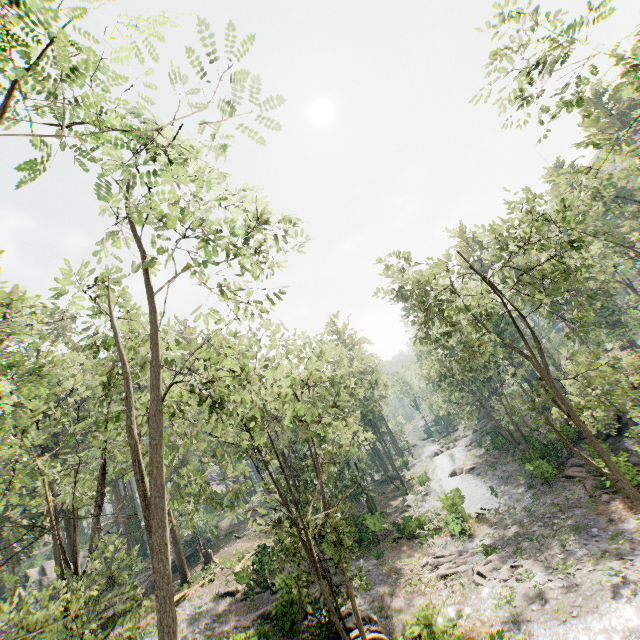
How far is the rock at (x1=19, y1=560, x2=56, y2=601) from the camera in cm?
4106

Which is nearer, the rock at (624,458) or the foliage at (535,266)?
the foliage at (535,266)

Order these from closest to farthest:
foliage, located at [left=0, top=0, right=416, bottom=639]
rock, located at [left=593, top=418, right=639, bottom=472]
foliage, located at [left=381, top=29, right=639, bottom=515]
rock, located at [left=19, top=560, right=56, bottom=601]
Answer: foliage, located at [left=0, top=0, right=416, bottom=639] → foliage, located at [left=381, top=29, right=639, bottom=515] → rock, located at [left=593, top=418, right=639, bottom=472] → rock, located at [left=19, top=560, right=56, bottom=601]

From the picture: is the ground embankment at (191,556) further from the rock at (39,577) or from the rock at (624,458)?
the rock at (624,458)

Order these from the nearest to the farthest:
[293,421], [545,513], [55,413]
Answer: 1. [293,421]
2. [545,513]
3. [55,413]

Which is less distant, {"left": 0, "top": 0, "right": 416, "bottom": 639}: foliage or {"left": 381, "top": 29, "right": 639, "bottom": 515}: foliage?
{"left": 0, "top": 0, "right": 416, "bottom": 639}: foliage

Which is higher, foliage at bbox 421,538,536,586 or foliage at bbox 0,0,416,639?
foliage at bbox 0,0,416,639

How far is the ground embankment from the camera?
38.6 meters
